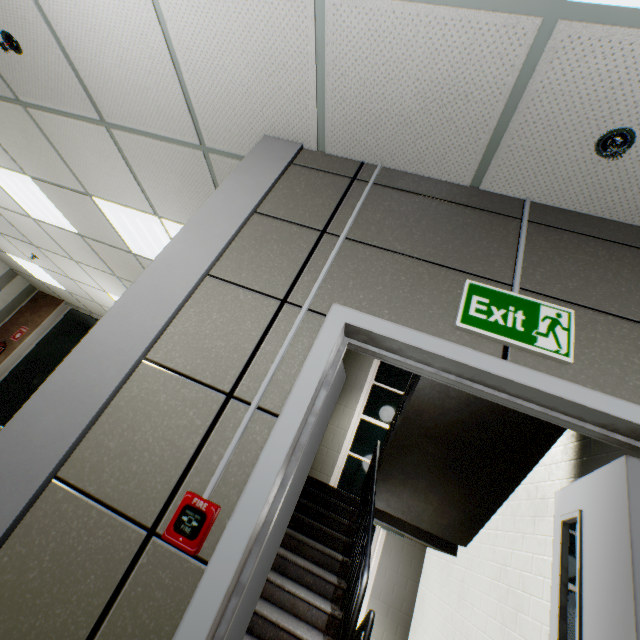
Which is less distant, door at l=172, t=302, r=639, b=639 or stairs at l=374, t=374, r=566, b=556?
Result: door at l=172, t=302, r=639, b=639

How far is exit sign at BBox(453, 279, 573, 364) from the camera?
1.36m

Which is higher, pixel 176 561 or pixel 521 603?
pixel 521 603

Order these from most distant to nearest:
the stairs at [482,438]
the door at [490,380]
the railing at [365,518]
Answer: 1. the stairs at [482,438]
2. the railing at [365,518]
3. the door at [490,380]

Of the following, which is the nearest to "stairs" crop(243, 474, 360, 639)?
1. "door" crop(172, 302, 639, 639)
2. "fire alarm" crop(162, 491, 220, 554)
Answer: "door" crop(172, 302, 639, 639)

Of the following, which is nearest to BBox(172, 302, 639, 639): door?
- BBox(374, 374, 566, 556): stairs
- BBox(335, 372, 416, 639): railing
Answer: BBox(374, 374, 566, 556): stairs

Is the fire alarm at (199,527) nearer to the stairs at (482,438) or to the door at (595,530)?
the door at (595,530)

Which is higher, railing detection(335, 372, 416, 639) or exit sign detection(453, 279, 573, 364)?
exit sign detection(453, 279, 573, 364)
